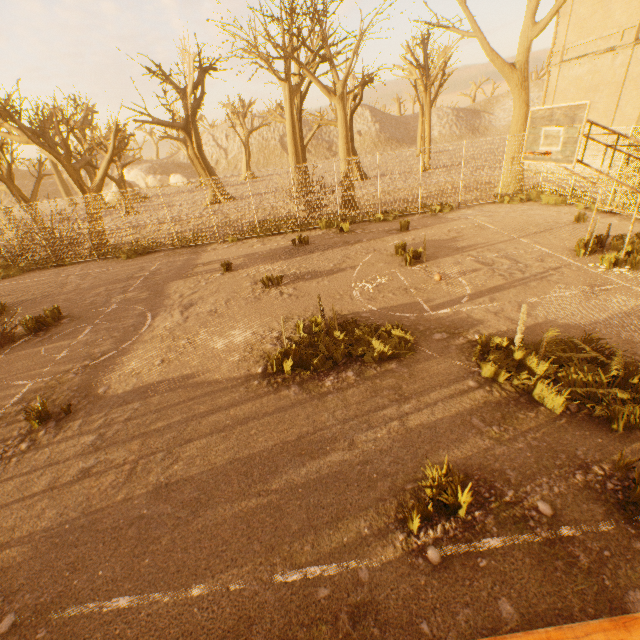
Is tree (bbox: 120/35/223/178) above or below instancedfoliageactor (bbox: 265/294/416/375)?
above

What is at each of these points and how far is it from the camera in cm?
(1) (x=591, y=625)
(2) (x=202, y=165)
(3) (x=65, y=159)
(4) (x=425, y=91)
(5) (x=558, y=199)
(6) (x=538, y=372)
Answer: (1) bench, 251
(2) tree, 2617
(3) tree, 1562
(4) tree, 2677
(5) instancedfoliageactor, 1429
(6) instancedfoliageactor, 533

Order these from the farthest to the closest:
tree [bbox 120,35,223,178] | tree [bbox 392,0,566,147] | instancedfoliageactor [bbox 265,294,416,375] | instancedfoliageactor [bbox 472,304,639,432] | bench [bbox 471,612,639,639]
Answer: tree [bbox 120,35,223,178], tree [bbox 392,0,566,147], instancedfoliageactor [bbox 265,294,416,375], instancedfoliageactor [bbox 472,304,639,432], bench [bbox 471,612,639,639]

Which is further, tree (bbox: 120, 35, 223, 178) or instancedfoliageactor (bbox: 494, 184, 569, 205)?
tree (bbox: 120, 35, 223, 178)

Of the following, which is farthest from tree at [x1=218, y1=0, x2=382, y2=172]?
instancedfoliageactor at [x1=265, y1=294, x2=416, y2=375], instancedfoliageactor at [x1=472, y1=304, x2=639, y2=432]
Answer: instancedfoliageactor at [x1=265, y1=294, x2=416, y2=375]

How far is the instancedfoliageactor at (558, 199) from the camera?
14.3 meters

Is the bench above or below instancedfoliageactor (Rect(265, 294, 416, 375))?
above

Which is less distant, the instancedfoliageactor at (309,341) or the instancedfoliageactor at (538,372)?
the instancedfoliageactor at (538,372)
